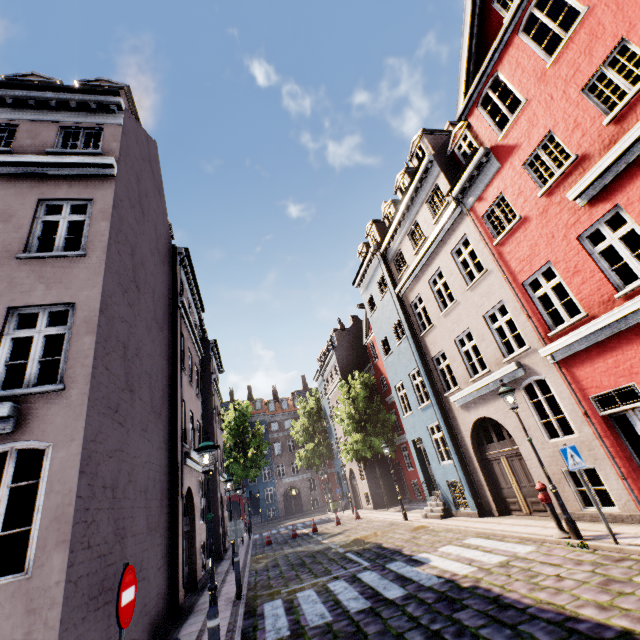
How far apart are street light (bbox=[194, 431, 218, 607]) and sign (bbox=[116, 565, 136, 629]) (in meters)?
2.77

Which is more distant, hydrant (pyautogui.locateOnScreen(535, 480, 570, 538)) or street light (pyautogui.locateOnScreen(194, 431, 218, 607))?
hydrant (pyautogui.locateOnScreen(535, 480, 570, 538))

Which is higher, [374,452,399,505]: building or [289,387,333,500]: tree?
[289,387,333,500]: tree

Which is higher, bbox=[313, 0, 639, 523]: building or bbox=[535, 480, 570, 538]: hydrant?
bbox=[313, 0, 639, 523]: building

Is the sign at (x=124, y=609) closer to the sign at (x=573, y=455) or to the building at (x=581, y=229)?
the building at (x=581, y=229)

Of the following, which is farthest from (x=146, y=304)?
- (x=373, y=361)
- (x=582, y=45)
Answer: (x=373, y=361)

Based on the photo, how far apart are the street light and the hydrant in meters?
7.8

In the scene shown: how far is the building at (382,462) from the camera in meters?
25.0
